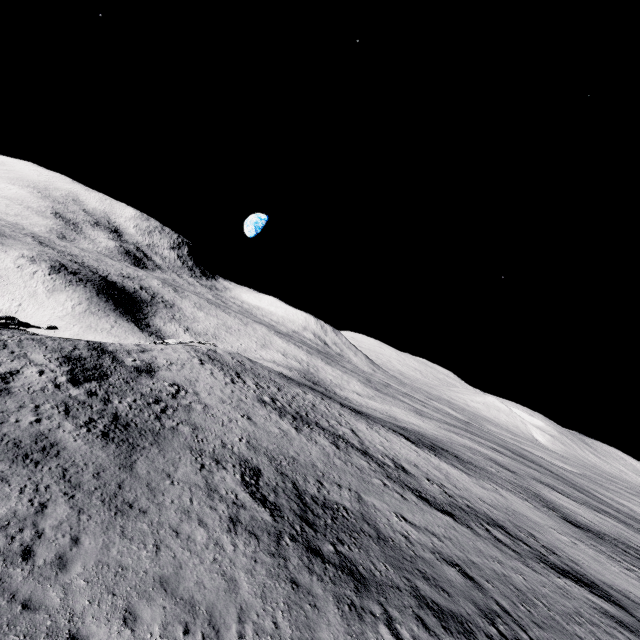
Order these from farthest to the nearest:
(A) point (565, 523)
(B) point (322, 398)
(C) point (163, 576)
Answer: (B) point (322, 398)
(A) point (565, 523)
(C) point (163, 576)
